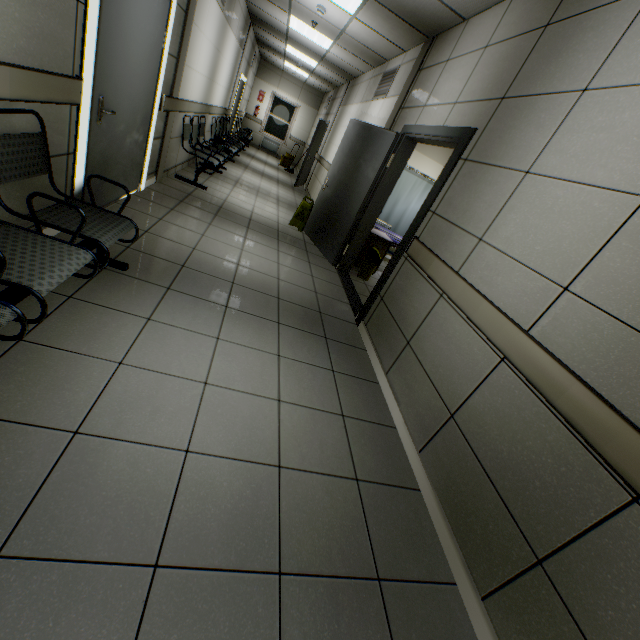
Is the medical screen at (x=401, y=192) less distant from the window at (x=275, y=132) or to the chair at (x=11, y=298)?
the chair at (x=11, y=298)

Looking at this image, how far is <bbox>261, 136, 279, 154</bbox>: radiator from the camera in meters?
15.1

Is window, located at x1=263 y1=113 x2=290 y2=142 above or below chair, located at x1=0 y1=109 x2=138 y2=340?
above

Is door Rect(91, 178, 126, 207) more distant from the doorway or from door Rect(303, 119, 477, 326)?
door Rect(303, 119, 477, 326)

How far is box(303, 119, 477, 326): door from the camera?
3.19m

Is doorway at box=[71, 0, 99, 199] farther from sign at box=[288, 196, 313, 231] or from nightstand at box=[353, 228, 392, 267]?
nightstand at box=[353, 228, 392, 267]

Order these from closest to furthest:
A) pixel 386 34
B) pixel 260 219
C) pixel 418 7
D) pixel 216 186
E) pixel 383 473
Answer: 1. pixel 383 473
2. pixel 418 7
3. pixel 386 34
4. pixel 260 219
5. pixel 216 186

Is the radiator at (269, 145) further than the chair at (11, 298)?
Yes
